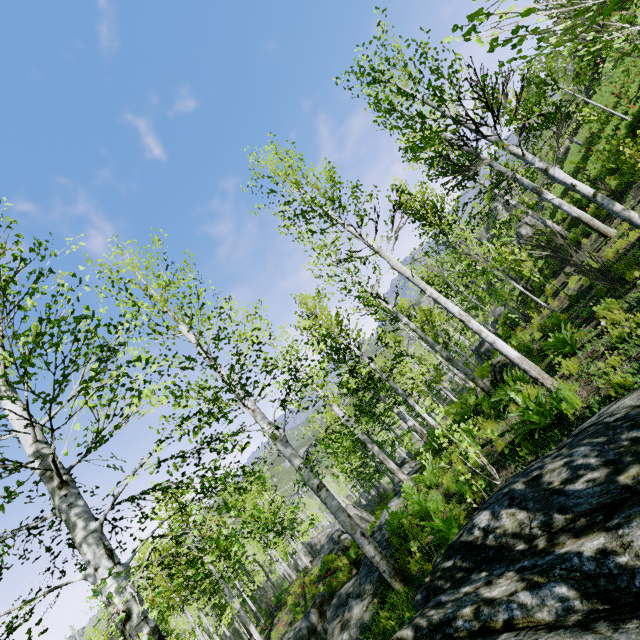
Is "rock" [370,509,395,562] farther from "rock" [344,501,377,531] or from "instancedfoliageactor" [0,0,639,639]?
"instancedfoliageactor" [0,0,639,639]

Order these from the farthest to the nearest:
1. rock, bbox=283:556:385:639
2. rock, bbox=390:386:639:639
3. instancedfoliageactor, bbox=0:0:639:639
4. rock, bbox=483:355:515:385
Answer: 1. rock, bbox=483:355:515:385
2. rock, bbox=283:556:385:639
3. instancedfoliageactor, bbox=0:0:639:639
4. rock, bbox=390:386:639:639

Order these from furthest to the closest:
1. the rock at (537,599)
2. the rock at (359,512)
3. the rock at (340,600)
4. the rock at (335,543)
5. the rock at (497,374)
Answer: the rock at (359,512) < the rock at (335,543) < the rock at (497,374) < the rock at (340,600) < the rock at (537,599)

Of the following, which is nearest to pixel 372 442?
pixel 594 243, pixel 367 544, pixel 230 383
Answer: pixel 367 544

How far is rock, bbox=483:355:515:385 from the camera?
11.30m

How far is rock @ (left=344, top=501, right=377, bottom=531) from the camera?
23.31m

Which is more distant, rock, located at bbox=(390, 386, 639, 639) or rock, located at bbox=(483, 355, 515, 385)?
rock, located at bbox=(483, 355, 515, 385)

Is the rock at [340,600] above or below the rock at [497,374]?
below
